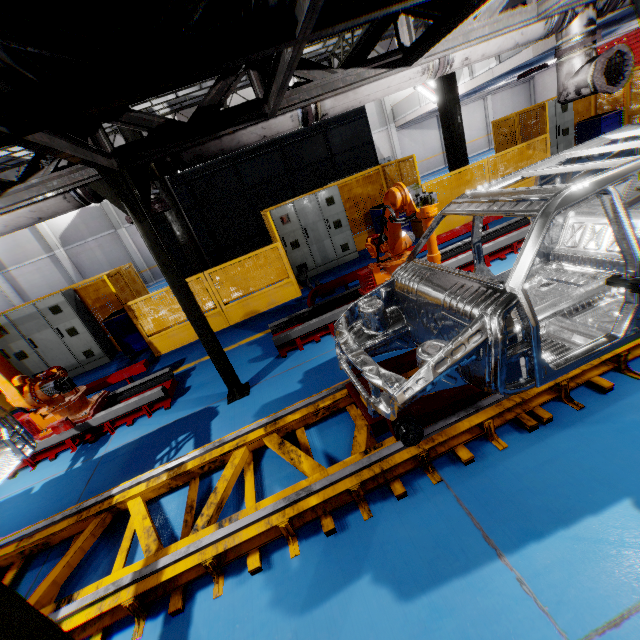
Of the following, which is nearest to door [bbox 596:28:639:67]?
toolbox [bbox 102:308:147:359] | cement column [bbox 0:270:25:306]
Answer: toolbox [bbox 102:308:147:359]

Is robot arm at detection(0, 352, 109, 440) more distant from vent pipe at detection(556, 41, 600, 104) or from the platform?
the platform

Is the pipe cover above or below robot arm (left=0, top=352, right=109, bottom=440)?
above

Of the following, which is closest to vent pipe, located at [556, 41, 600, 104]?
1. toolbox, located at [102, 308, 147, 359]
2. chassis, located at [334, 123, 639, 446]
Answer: chassis, located at [334, 123, 639, 446]

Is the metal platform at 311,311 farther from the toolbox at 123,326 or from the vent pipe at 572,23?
the toolbox at 123,326

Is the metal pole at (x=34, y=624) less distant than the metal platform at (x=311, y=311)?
Yes

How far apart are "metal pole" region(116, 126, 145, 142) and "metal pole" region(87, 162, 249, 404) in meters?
4.1

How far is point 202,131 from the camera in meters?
3.9 m
